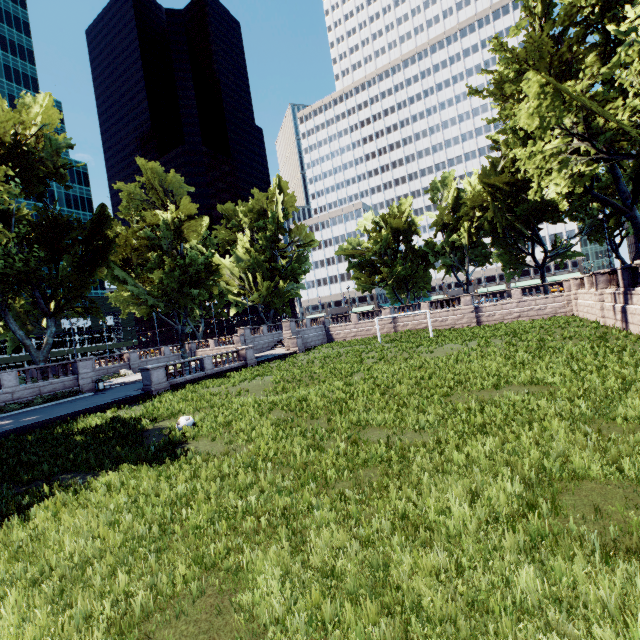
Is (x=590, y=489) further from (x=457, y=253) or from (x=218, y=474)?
(x=457, y=253)

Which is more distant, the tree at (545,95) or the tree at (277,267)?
the tree at (277,267)

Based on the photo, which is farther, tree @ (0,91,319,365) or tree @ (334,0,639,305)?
tree @ (0,91,319,365)
